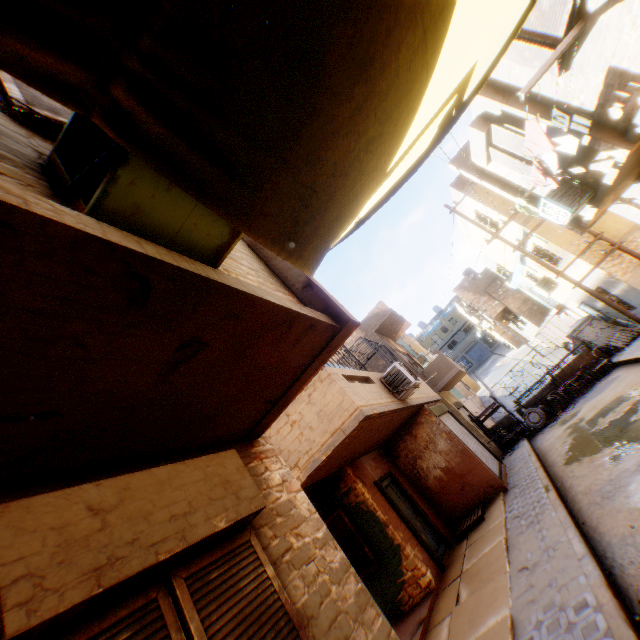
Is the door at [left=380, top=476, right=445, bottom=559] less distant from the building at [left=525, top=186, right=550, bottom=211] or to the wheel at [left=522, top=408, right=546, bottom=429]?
the building at [left=525, top=186, right=550, bottom=211]

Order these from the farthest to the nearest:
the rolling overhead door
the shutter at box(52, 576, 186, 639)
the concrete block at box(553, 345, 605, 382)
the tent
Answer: the concrete block at box(553, 345, 605, 382)
the rolling overhead door
the shutter at box(52, 576, 186, 639)
the tent

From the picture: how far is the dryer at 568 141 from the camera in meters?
5.9

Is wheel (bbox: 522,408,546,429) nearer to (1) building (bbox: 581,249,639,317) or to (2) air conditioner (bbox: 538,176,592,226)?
(1) building (bbox: 581,249,639,317)

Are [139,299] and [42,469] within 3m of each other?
yes

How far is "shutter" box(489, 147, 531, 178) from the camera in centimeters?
891cm

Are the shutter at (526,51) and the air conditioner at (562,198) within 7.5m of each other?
yes

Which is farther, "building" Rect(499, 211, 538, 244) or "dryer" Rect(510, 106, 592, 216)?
"building" Rect(499, 211, 538, 244)
